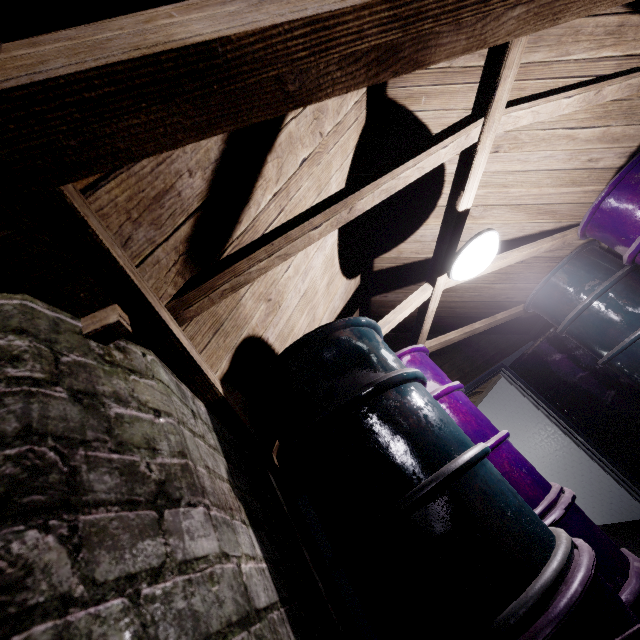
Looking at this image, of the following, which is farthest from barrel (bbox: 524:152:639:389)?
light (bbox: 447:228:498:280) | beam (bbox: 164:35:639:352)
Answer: light (bbox: 447:228:498:280)

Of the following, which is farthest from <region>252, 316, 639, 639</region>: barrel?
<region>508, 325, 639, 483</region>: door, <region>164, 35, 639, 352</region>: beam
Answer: <region>508, 325, 639, 483</region>: door

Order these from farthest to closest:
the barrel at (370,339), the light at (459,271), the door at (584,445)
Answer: the door at (584,445) → the light at (459,271) → the barrel at (370,339)

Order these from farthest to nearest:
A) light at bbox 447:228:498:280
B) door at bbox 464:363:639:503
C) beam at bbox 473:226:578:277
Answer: door at bbox 464:363:639:503
beam at bbox 473:226:578:277
light at bbox 447:228:498:280

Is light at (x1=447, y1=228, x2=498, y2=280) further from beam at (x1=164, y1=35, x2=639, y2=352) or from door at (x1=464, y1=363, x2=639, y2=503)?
door at (x1=464, y1=363, x2=639, y2=503)

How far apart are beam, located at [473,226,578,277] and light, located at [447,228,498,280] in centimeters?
17cm

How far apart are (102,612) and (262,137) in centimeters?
112cm

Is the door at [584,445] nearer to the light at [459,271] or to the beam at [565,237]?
the beam at [565,237]
